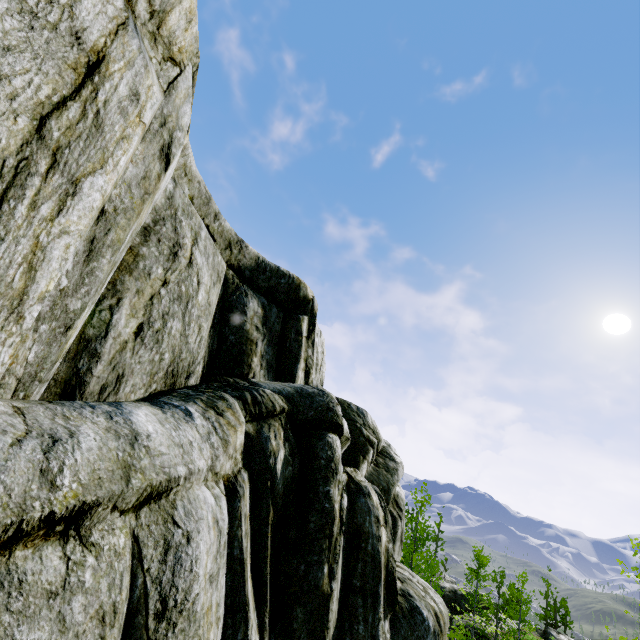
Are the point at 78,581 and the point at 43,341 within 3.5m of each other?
yes
